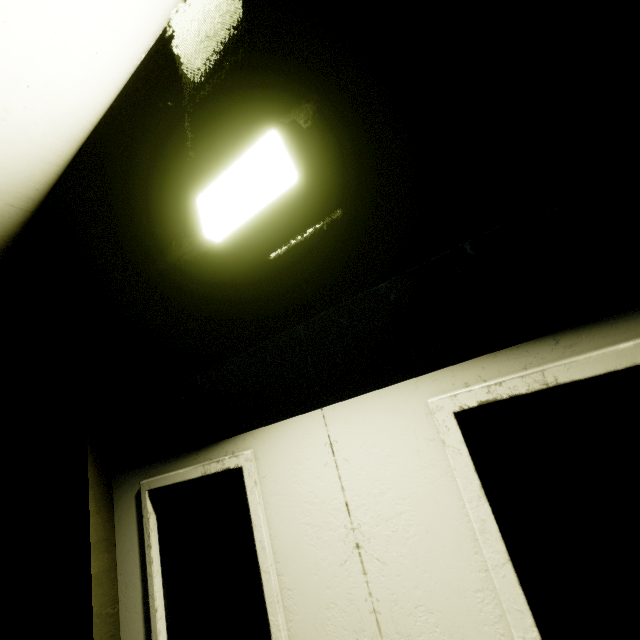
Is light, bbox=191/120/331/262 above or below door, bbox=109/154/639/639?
above

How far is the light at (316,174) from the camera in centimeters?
100cm

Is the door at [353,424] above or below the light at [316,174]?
below

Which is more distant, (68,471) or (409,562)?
(68,471)

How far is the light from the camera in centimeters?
100cm
